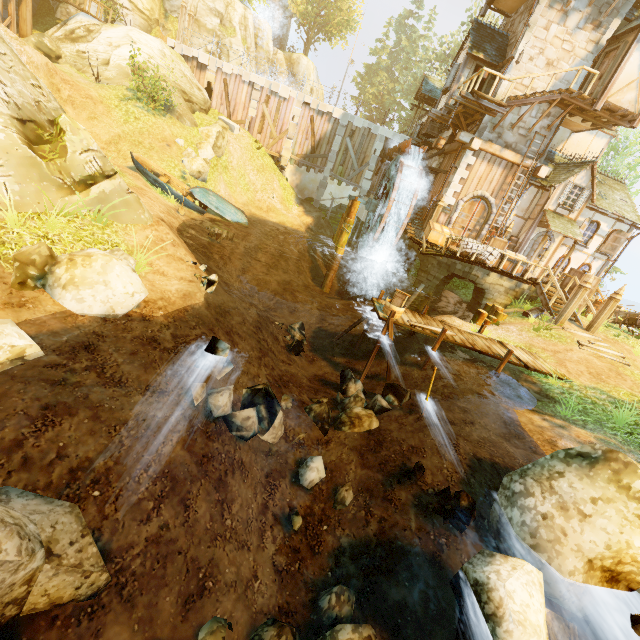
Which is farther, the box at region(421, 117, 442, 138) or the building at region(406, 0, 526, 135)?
the box at region(421, 117, 442, 138)

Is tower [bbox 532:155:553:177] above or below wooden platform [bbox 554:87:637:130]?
below

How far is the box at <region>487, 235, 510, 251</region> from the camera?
15.9m

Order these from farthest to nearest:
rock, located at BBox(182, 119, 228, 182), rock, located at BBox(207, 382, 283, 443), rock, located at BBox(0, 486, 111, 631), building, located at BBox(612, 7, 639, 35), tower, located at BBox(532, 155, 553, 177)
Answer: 1. rock, located at BBox(182, 119, 228, 182)
2. tower, located at BBox(532, 155, 553, 177)
3. building, located at BBox(612, 7, 639, 35)
4. rock, located at BBox(207, 382, 283, 443)
5. rock, located at BBox(0, 486, 111, 631)

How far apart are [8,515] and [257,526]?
3.5 meters

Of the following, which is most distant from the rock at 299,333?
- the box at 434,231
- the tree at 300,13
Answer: the tree at 300,13

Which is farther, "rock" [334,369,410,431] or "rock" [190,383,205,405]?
"rock" [334,369,410,431]

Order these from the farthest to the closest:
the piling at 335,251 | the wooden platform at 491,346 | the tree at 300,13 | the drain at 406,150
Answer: the tree at 300,13 → the piling at 335,251 → the drain at 406,150 → the wooden platform at 491,346
